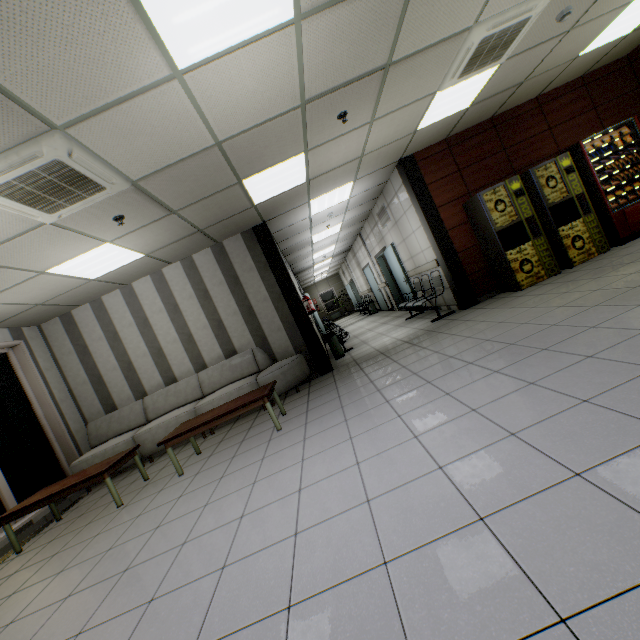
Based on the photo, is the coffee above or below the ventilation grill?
below

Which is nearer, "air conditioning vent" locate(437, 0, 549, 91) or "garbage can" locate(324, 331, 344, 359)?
"air conditioning vent" locate(437, 0, 549, 91)

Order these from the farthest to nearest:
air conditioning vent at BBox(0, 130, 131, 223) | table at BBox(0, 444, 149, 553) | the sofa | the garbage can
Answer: the garbage can
the sofa
table at BBox(0, 444, 149, 553)
air conditioning vent at BBox(0, 130, 131, 223)

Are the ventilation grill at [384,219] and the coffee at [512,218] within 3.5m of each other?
yes

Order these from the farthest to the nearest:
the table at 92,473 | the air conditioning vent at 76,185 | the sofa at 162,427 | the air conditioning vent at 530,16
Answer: the sofa at 162,427, the table at 92,473, the air conditioning vent at 530,16, the air conditioning vent at 76,185

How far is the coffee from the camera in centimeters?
571cm

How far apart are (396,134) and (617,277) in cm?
373

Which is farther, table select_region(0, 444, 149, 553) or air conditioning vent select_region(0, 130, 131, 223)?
table select_region(0, 444, 149, 553)
